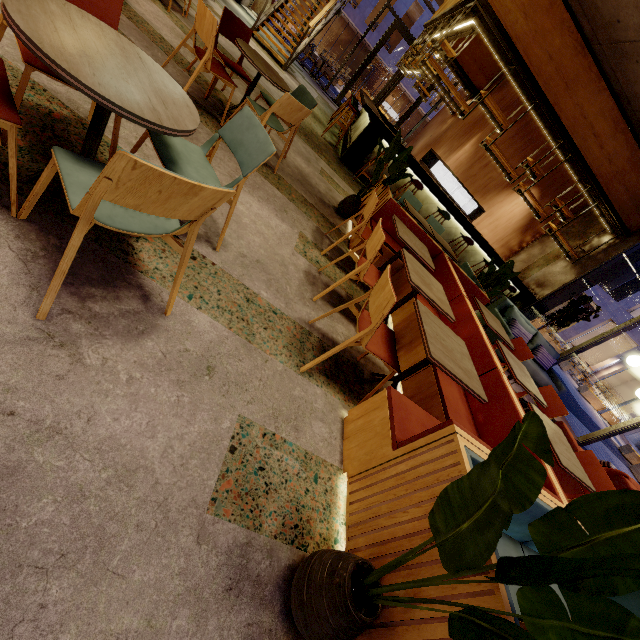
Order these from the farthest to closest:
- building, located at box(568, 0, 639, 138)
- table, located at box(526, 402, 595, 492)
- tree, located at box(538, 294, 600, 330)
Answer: tree, located at box(538, 294, 600, 330) → building, located at box(568, 0, 639, 138) → table, located at box(526, 402, 595, 492)

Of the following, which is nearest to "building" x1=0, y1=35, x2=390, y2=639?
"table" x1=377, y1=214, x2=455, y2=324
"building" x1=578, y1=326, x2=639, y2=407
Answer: "table" x1=377, y1=214, x2=455, y2=324

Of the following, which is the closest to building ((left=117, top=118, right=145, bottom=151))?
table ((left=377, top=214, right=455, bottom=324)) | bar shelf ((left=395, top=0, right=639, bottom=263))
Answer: bar shelf ((left=395, top=0, right=639, bottom=263))

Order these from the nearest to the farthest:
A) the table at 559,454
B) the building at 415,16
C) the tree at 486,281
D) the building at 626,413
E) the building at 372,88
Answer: the table at 559,454 → the tree at 486,281 → the building at 626,413 → the building at 415,16 → the building at 372,88

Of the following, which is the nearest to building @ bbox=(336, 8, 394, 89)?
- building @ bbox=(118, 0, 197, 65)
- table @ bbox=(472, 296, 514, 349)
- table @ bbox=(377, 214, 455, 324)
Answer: building @ bbox=(118, 0, 197, 65)

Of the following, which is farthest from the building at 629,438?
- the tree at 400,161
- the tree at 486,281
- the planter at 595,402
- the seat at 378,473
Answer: the tree at 400,161

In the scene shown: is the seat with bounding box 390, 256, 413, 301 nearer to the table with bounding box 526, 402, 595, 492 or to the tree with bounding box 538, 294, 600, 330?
the table with bounding box 526, 402, 595, 492

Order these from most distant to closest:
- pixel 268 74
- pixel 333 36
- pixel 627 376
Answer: pixel 333 36 < pixel 627 376 < pixel 268 74
